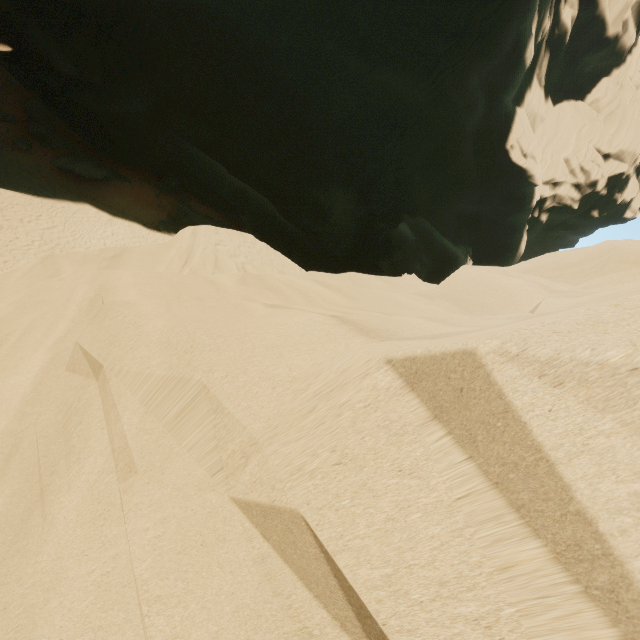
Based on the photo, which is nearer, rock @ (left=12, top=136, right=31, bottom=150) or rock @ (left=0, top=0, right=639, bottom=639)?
rock @ (left=0, top=0, right=639, bottom=639)

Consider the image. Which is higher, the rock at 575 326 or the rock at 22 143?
the rock at 575 326

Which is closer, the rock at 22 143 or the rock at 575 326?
the rock at 575 326

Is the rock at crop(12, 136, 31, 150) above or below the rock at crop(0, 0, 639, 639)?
below

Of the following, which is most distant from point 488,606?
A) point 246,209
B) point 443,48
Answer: point 443,48

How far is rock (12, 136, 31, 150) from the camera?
23.39m
